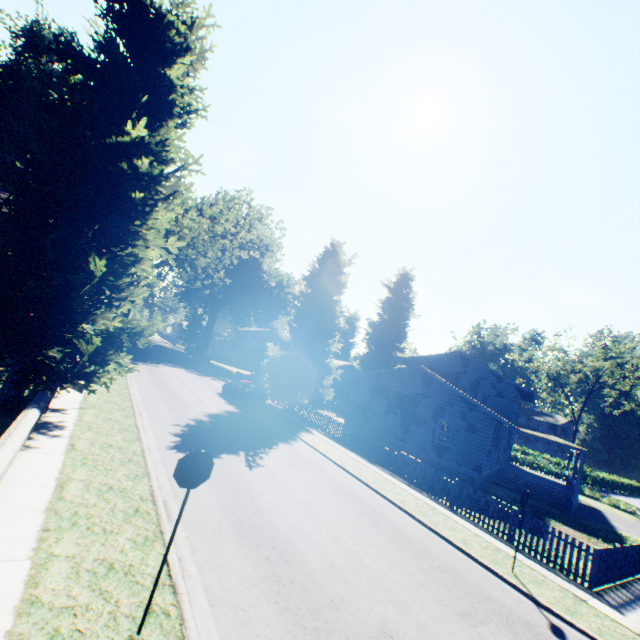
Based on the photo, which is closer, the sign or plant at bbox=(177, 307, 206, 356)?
the sign

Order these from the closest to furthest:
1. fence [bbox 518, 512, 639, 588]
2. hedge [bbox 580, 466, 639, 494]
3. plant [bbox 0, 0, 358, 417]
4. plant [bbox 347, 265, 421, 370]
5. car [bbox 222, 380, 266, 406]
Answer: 1. plant [bbox 0, 0, 358, 417]
2. fence [bbox 518, 512, 639, 588]
3. car [bbox 222, 380, 266, 406]
4. hedge [bbox 580, 466, 639, 494]
5. plant [bbox 347, 265, 421, 370]

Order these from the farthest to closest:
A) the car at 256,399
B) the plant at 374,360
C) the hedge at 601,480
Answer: the plant at 374,360
the hedge at 601,480
the car at 256,399

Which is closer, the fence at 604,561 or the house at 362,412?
the fence at 604,561

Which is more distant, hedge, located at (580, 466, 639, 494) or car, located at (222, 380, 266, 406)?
hedge, located at (580, 466, 639, 494)

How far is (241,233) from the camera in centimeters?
3303cm

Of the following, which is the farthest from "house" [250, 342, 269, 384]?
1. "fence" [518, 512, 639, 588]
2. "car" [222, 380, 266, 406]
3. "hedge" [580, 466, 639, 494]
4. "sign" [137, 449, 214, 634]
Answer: "hedge" [580, 466, 639, 494]

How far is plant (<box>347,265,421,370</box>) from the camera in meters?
51.3 m
